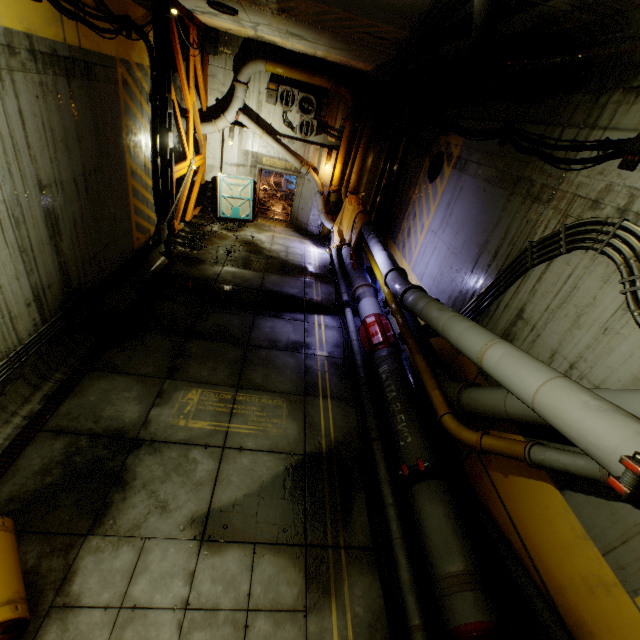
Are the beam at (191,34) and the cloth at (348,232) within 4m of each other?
no

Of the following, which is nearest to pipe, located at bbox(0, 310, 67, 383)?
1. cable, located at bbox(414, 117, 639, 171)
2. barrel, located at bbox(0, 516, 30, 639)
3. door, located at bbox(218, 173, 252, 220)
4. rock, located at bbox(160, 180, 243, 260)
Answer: barrel, located at bbox(0, 516, 30, 639)

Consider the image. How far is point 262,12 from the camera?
8.3m

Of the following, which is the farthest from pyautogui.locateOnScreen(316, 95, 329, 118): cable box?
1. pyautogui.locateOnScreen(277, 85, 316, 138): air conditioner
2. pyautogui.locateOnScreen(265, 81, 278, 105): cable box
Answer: pyautogui.locateOnScreen(265, 81, 278, 105): cable box

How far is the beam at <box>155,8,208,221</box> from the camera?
9.2m

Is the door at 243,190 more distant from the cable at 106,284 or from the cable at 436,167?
the cable at 436,167

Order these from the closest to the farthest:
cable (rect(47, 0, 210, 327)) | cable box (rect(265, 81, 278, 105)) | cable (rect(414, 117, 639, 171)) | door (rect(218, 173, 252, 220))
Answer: cable (rect(414, 117, 639, 171)) < cable (rect(47, 0, 210, 327)) < cable box (rect(265, 81, 278, 105)) < door (rect(218, 173, 252, 220))

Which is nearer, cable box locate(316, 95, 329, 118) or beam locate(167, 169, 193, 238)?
beam locate(167, 169, 193, 238)
